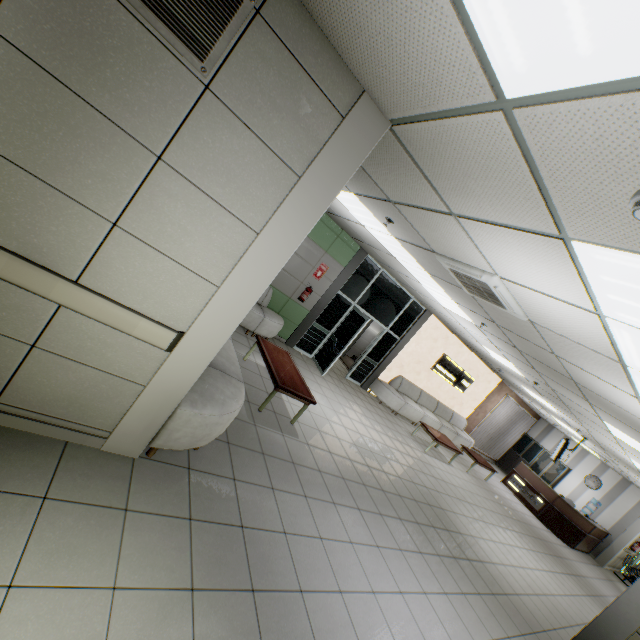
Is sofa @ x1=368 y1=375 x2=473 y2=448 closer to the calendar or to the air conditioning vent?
the calendar

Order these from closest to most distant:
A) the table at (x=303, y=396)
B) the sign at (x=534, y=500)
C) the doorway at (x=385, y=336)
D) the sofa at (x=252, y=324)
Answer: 1. the table at (x=303, y=396)
2. the sofa at (x=252, y=324)
3. the doorway at (x=385, y=336)
4. the sign at (x=534, y=500)

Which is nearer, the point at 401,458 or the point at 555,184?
the point at 555,184

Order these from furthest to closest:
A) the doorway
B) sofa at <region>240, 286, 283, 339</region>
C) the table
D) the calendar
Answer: the calendar
the doorway
sofa at <region>240, 286, 283, 339</region>
the table

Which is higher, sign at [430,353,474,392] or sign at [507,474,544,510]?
sign at [430,353,474,392]

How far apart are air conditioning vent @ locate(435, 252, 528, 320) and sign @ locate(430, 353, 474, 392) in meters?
7.1

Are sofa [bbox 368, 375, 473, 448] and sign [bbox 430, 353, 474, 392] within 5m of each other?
yes

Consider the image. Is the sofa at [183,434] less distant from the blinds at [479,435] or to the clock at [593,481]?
the blinds at [479,435]
